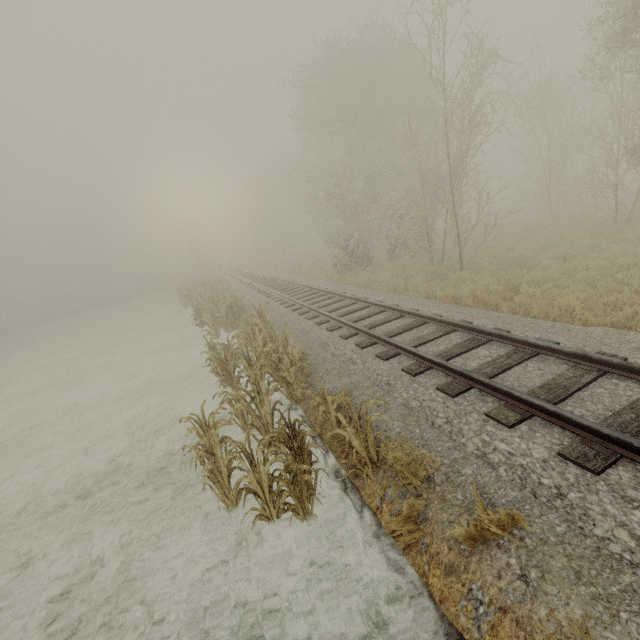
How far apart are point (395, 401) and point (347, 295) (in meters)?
7.31
